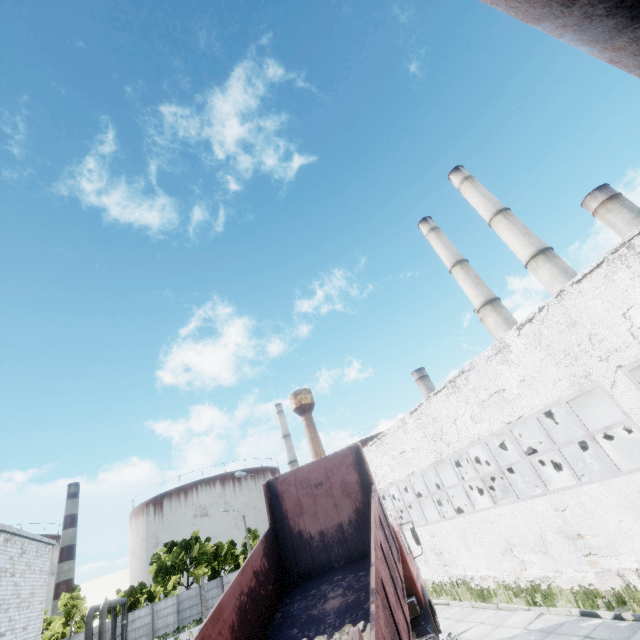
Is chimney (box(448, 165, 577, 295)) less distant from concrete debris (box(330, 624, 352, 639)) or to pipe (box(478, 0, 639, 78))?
pipe (box(478, 0, 639, 78))

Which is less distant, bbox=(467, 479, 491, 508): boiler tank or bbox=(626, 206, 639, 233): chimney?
bbox=(467, 479, 491, 508): boiler tank

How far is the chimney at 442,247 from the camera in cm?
3328

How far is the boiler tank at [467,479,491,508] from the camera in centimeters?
2142cm

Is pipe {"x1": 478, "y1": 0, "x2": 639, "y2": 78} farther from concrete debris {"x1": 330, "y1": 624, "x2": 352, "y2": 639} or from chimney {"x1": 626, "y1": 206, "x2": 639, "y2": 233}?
chimney {"x1": 626, "y1": 206, "x2": 639, "y2": 233}

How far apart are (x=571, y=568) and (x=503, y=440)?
24.6 meters

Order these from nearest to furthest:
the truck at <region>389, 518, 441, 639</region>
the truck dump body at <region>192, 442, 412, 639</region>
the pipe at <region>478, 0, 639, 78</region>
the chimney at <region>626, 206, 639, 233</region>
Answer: the pipe at <region>478, 0, 639, 78</region>
the truck dump body at <region>192, 442, 412, 639</region>
the truck at <region>389, 518, 441, 639</region>
the chimney at <region>626, 206, 639, 233</region>

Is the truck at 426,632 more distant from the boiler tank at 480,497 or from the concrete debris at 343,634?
the boiler tank at 480,497
